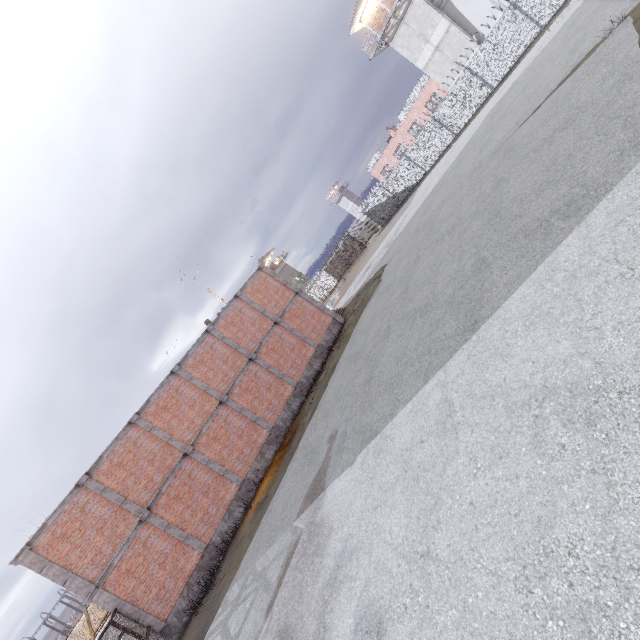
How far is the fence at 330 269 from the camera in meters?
42.2 m

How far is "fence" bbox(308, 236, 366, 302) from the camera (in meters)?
42.22

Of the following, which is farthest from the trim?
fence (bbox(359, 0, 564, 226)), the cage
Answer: fence (bbox(359, 0, 564, 226))

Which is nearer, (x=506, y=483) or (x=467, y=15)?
(x=506, y=483)

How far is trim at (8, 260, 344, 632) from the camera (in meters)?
12.51

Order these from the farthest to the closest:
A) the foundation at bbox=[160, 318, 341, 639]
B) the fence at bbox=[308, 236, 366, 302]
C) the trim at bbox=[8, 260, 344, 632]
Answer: the fence at bbox=[308, 236, 366, 302] < the foundation at bbox=[160, 318, 341, 639] < the trim at bbox=[8, 260, 344, 632]

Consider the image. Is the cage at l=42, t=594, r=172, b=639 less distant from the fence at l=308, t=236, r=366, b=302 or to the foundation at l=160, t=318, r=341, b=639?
the foundation at l=160, t=318, r=341, b=639

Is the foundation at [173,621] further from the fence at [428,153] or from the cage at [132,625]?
the fence at [428,153]
